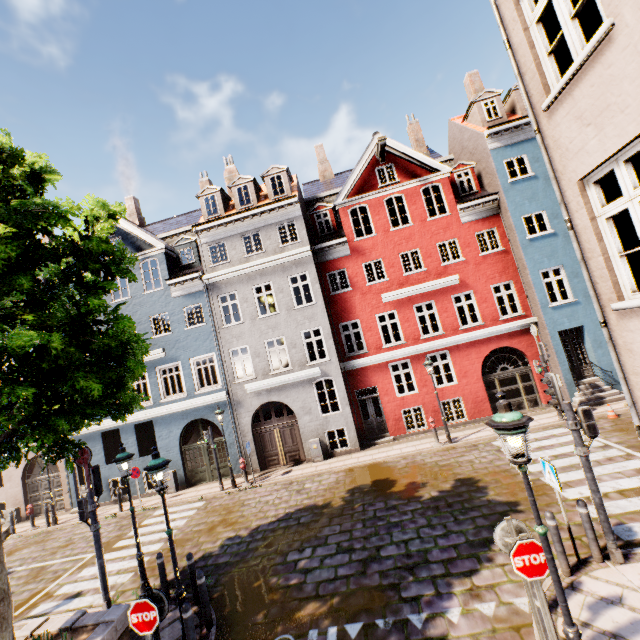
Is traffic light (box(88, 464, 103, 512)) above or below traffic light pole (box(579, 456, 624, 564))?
above

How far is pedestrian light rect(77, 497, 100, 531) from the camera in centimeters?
839cm

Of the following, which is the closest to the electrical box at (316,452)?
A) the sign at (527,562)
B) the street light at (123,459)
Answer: the street light at (123,459)

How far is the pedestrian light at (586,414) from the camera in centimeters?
611cm

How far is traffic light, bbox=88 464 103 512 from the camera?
8.5m

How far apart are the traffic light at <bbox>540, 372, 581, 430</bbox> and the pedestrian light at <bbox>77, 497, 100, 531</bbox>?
11.4m

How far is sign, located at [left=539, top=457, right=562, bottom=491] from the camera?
6.07m

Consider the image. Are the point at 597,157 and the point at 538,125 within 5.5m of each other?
yes
